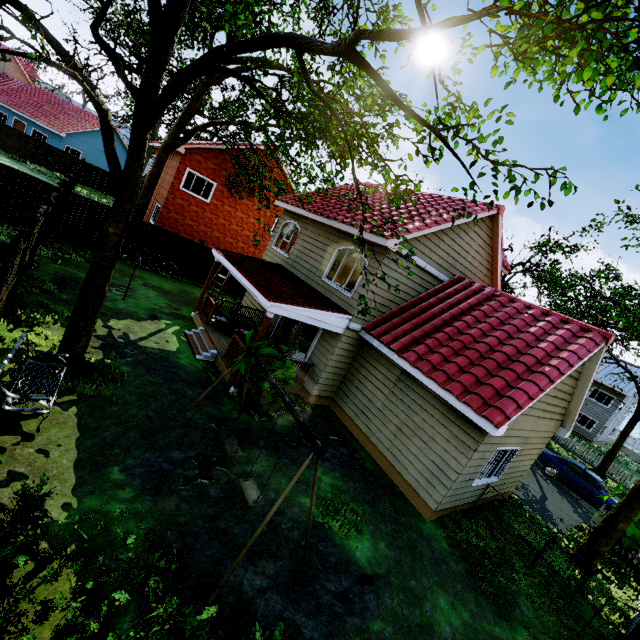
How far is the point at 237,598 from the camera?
4.7m

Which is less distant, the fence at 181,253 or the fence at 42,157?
the fence at 181,253

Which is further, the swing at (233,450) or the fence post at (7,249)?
the swing at (233,450)

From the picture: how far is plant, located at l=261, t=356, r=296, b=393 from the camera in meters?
9.1

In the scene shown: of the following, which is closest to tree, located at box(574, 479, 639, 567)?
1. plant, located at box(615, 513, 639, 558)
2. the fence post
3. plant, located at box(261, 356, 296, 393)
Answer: plant, located at box(615, 513, 639, 558)

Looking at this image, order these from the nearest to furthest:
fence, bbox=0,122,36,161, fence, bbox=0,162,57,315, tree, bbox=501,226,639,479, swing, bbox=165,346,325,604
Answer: swing, bbox=165,346,325,604 < fence, bbox=0,162,57,315 < tree, bbox=501,226,639,479 < fence, bbox=0,122,36,161

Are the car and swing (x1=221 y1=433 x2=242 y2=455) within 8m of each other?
no

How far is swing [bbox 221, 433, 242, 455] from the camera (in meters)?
6.42
